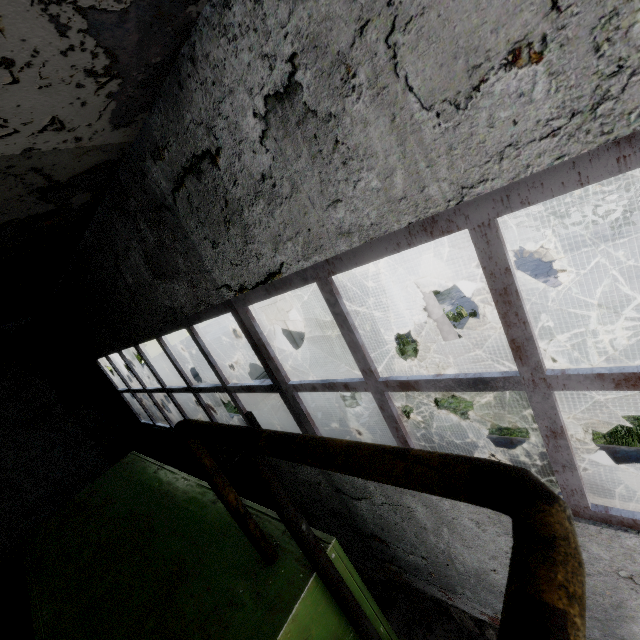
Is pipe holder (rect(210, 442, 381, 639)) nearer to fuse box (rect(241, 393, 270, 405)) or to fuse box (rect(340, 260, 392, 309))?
fuse box (rect(241, 393, 270, 405))

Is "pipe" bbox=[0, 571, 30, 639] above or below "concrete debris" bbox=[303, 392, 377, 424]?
above

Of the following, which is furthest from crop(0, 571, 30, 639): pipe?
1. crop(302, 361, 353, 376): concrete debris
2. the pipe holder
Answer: the pipe holder

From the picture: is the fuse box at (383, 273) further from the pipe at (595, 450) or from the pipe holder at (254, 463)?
the pipe holder at (254, 463)

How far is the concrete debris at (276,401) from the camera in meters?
10.6 m

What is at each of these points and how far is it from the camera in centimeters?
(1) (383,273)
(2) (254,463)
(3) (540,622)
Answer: (1) fuse box, 2269cm
(2) pipe holder, 183cm
(3) pipe, 56cm

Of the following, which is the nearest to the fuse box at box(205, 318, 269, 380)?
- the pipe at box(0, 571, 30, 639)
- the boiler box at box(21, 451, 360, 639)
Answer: the pipe at box(0, 571, 30, 639)

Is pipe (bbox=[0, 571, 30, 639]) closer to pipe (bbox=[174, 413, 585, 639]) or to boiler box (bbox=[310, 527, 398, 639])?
pipe (bbox=[174, 413, 585, 639])
